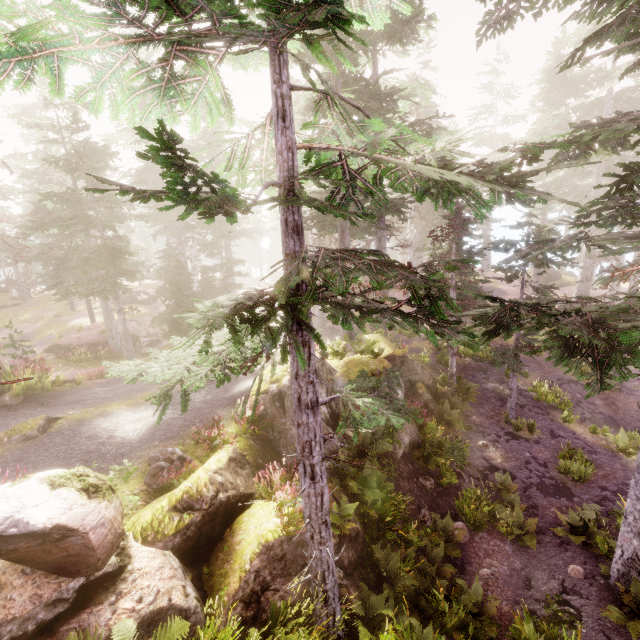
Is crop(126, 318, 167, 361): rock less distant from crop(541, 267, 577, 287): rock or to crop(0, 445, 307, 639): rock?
crop(0, 445, 307, 639): rock

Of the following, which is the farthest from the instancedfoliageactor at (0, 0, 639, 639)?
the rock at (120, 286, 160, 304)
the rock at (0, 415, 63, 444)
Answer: the rock at (0, 415, 63, 444)

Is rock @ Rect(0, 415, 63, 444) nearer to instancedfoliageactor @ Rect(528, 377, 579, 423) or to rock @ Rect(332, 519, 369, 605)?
instancedfoliageactor @ Rect(528, 377, 579, 423)

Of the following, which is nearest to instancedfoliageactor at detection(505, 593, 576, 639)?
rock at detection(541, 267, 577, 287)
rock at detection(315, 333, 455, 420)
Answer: rock at detection(315, 333, 455, 420)

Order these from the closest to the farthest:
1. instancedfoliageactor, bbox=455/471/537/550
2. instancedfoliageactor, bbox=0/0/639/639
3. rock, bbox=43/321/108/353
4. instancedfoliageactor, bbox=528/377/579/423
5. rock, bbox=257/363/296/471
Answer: instancedfoliageactor, bbox=0/0/639/639 < rock, bbox=257/363/296/471 < instancedfoliageactor, bbox=455/471/537/550 < instancedfoliageactor, bbox=528/377/579/423 < rock, bbox=43/321/108/353

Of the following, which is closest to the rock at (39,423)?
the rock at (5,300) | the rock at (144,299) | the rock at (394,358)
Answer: the rock at (394,358)

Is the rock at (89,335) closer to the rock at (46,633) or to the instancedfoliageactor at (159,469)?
the instancedfoliageactor at (159,469)

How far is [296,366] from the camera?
5.96m
